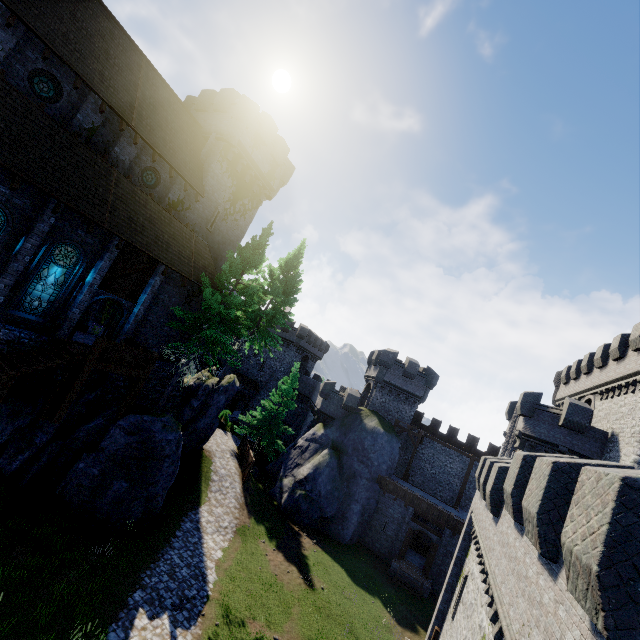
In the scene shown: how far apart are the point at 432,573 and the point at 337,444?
12.2 meters

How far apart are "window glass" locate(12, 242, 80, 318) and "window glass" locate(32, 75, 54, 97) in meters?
6.9 m

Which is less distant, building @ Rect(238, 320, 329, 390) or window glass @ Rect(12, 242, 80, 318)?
window glass @ Rect(12, 242, 80, 318)

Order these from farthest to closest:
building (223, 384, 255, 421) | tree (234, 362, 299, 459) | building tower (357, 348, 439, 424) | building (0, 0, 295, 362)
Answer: building (223, 384, 255, 421)
building tower (357, 348, 439, 424)
tree (234, 362, 299, 459)
building (0, 0, 295, 362)

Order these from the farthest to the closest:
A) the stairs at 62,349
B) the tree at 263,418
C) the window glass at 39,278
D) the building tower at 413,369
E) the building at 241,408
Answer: the building at 241,408 < the building tower at 413,369 < the tree at 263,418 < the window glass at 39,278 < the stairs at 62,349

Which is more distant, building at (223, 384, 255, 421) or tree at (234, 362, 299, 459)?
building at (223, 384, 255, 421)

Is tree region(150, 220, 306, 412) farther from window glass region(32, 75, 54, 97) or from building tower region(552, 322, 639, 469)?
building tower region(552, 322, 639, 469)

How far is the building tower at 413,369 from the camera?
34.8 meters
